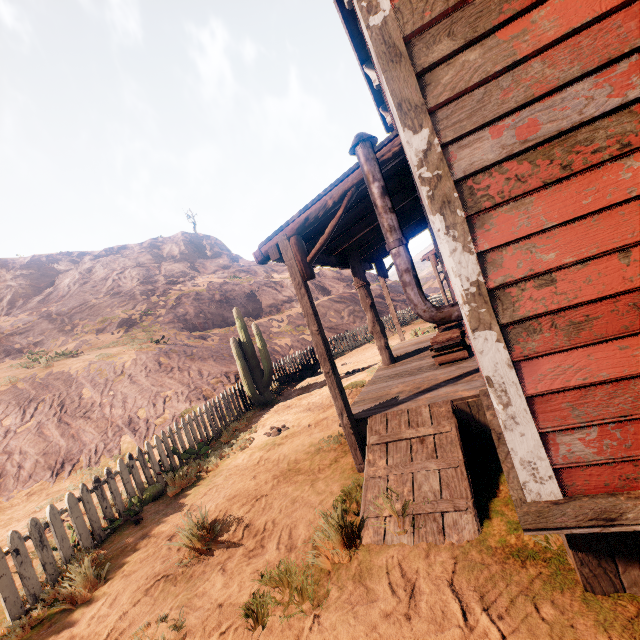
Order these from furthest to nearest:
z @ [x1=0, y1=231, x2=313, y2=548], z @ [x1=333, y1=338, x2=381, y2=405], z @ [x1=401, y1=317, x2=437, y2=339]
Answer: z @ [x1=401, y1=317, x2=437, y2=339], z @ [x1=0, y1=231, x2=313, y2=548], z @ [x1=333, y1=338, x2=381, y2=405]

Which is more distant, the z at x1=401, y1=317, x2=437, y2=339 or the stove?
the z at x1=401, y1=317, x2=437, y2=339

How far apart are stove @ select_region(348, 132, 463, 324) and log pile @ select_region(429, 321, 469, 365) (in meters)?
2.79

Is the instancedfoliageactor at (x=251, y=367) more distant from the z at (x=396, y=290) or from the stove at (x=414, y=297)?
the stove at (x=414, y=297)

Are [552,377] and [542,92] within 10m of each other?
yes

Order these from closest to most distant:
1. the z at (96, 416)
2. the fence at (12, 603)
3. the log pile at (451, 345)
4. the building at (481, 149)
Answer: the building at (481, 149), the fence at (12, 603), the log pile at (451, 345), the z at (96, 416)

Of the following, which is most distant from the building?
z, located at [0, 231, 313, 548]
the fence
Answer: the fence

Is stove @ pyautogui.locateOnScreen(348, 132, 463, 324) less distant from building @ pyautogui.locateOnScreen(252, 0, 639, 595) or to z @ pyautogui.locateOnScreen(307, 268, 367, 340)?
building @ pyautogui.locateOnScreen(252, 0, 639, 595)
